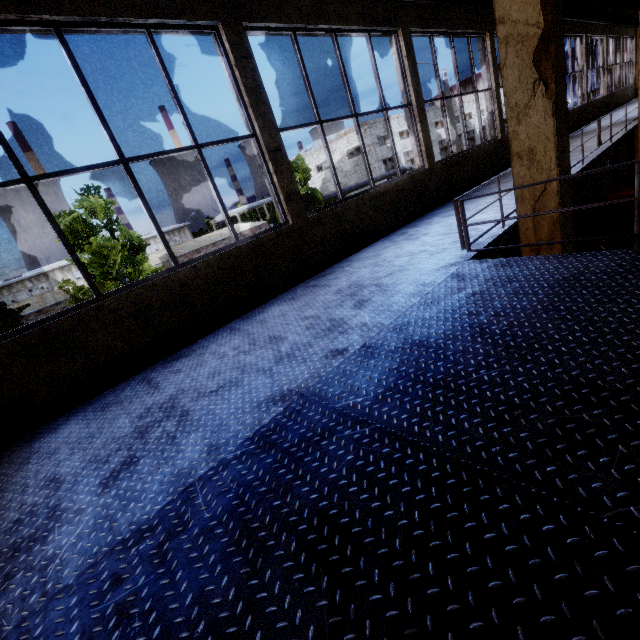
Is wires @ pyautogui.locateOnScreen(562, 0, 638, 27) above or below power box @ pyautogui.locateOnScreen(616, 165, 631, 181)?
above

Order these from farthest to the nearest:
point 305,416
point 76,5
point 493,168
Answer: point 493,168 → point 76,5 → point 305,416

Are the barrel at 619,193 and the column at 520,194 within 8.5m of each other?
no

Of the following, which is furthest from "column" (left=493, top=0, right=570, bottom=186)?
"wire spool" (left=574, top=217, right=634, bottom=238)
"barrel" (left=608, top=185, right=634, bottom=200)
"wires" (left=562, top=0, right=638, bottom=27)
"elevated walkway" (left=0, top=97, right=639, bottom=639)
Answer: "barrel" (left=608, top=185, right=634, bottom=200)

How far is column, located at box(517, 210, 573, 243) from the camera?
3.9m

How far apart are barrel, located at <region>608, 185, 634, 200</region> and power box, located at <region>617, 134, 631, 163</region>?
4.3m

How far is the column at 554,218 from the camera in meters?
3.9

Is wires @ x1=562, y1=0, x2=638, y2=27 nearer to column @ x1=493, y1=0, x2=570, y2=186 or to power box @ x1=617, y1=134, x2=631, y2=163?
column @ x1=493, y1=0, x2=570, y2=186
